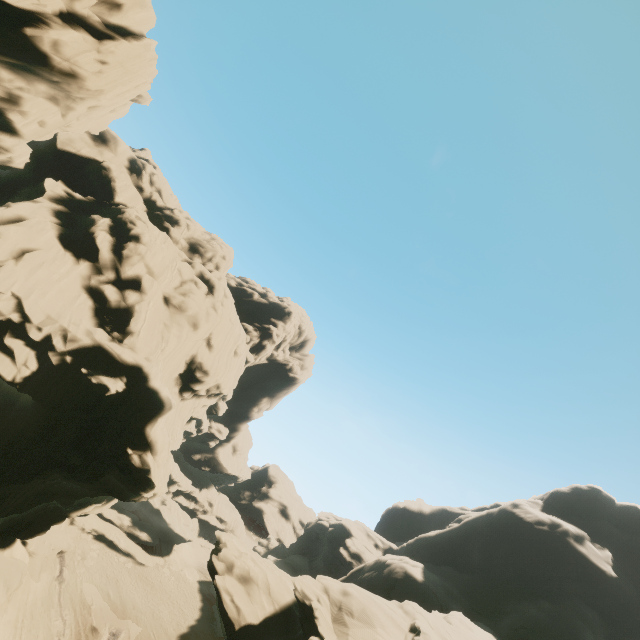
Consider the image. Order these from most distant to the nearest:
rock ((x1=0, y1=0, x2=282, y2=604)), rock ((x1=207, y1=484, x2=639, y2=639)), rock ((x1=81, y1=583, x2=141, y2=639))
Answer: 1. rock ((x1=81, y1=583, x2=141, y2=639))
2. rock ((x1=207, y1=484, x2=639, y2=639))
3. rock ((x1=0, y1=0, x2=282, y2=604))

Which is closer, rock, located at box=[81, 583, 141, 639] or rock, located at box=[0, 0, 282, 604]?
rock, located at box=[0, 0, 282, 604]

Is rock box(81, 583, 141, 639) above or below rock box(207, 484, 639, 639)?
below

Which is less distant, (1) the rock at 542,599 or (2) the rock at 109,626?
(1) the rock at 542,599

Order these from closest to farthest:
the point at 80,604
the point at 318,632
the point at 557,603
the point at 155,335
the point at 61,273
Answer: the point at 318,632, the point at 61,273, the point at 155,335, the point at 80,604, the point at 557,603

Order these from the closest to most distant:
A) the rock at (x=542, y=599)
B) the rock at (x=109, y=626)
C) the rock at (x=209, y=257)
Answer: the rock at (x=209, y=257) → the rock at (x=542, y=599) → the rock at (x=109, y=626)
